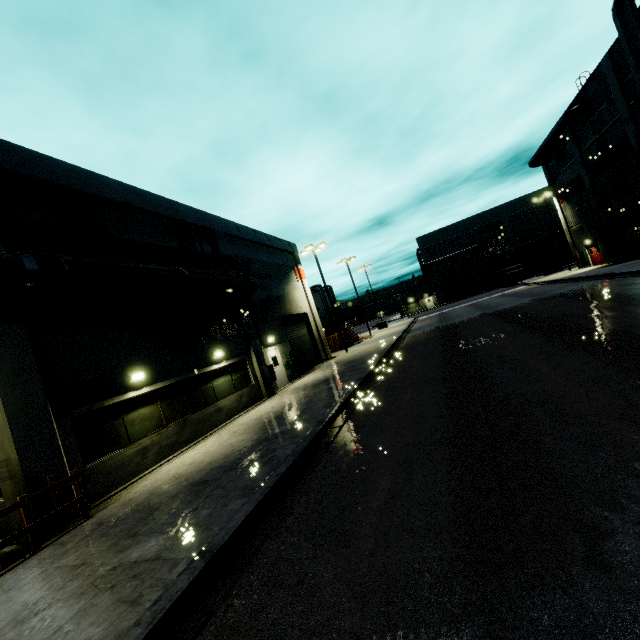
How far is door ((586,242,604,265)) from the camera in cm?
3284

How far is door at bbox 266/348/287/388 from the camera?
20.0m

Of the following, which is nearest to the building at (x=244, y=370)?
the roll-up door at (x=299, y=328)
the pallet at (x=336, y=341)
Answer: the roll-up door at (x=299, y=328)

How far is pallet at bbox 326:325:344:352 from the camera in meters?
32.9 m

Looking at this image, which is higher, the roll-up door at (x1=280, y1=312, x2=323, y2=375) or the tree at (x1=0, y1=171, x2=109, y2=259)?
the tree at (x1=0, y1=171, x2=109, y2=259)

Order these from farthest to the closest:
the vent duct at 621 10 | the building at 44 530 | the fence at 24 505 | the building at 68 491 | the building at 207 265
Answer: the vent duct at 621 10
the building at 207 265
the building at 68 491
the building at 44 530
the fence at 24 505

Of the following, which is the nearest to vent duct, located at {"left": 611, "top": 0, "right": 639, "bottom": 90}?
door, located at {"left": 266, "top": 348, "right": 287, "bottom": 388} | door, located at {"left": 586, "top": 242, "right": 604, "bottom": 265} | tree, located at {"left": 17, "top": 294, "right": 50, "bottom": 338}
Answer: door, located at {"left": 586, "top": 242, "right": 604, "bottom": 265}

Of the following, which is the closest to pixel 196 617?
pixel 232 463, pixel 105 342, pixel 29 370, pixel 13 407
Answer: pixel 232 463
